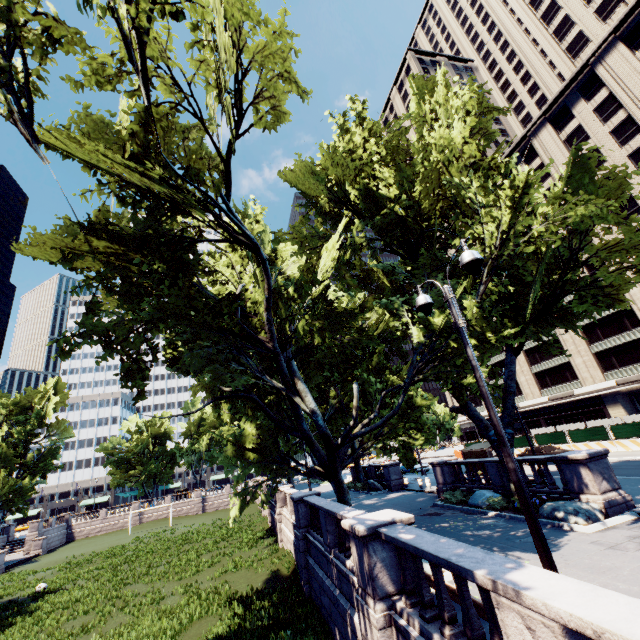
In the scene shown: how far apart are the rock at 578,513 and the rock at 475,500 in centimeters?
302cm

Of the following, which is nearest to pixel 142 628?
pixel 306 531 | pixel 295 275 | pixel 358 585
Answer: pixel 306 531

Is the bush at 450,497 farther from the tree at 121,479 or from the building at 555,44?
the building at 555,44

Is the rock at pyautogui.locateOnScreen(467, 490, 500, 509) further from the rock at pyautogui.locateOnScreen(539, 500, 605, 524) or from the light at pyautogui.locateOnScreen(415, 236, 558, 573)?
the light at pyautogui.locateOnScreen(415, 236, 558, 573)

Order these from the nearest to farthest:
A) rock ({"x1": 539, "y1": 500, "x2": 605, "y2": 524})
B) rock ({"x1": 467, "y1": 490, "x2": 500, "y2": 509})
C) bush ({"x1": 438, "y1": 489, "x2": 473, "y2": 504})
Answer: rock ({"x1": 539, "y1": 500, "x2": 605, "y2": 524}) → rock ({"x1": 467, "y1": 490, "x2": 500, "y2": 509}) → bush ({"x1": 438, "y1": 489, "x2": 473, "y2": 504})

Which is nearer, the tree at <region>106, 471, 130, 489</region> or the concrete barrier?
the concrete barrier

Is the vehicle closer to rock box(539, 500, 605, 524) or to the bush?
the bush

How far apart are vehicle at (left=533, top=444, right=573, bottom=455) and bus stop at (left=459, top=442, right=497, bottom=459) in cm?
543
